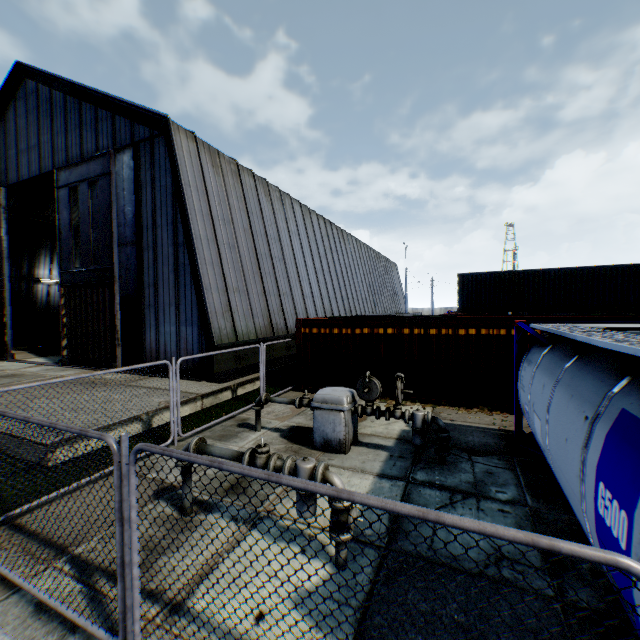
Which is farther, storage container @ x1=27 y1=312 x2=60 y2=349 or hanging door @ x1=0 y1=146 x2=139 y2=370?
storage container @ x1=27 y1=312 x2=60 y2=349

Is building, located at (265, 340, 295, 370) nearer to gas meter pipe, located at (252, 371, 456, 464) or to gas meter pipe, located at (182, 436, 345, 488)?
gas meter pipe, located at (252, 371, 456, 464)

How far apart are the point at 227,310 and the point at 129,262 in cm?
559

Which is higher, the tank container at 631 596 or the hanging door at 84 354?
the hanging door at 84 354

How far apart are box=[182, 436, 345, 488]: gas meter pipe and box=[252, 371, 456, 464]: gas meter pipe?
2.82m

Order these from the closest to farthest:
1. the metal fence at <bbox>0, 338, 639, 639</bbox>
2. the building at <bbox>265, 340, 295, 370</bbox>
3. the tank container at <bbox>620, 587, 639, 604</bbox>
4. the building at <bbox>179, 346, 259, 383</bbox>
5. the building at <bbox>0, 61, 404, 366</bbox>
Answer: the metal fence at <bbox>0, 338, 639, 639</bbox>, the tank container at <bbox>620, 587, 639, 604</bbox>, the building at <bbox>179, 346, 259, 383</bbox>, the building at <bbox>0, 61, 404, 366</bbox>, the building at <bbox>265, 340, 295, 370</bbox>

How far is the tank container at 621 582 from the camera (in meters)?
2.42

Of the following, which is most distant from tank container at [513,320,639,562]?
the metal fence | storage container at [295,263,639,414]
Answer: storage container at [295,263,639,414]
